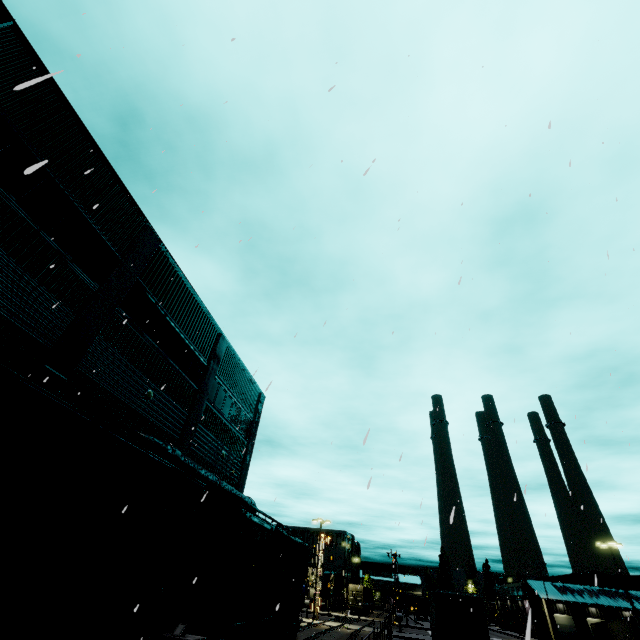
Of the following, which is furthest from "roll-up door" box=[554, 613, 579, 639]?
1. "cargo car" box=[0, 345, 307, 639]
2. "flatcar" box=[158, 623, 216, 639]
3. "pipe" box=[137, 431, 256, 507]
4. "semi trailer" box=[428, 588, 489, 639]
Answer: "flatcar" box=[158, 623, 216, 639]

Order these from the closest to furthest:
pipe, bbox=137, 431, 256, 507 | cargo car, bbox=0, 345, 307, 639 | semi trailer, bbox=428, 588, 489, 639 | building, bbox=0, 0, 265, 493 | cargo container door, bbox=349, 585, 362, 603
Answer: cargo car, bbox=0, 345, 307, 639
building, bbox=0, 0, 265, 493
pipe, bbox=137, 431, 256, 507
semi trailer, bbox=428, 588, 489, 639
cargo container door, bbox=349, 585, 362, 603

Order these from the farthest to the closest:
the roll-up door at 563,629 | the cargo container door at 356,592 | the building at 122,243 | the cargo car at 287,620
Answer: the cargo container door at 356,592, the roll-up door at 563,629, the building at 122,243, the cargo car at 287,620

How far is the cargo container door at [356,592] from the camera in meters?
56.4 m

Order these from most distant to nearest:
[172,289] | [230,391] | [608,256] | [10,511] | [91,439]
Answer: [230,391] < [172,289] < [10,511] < [91,439] < [608,256]

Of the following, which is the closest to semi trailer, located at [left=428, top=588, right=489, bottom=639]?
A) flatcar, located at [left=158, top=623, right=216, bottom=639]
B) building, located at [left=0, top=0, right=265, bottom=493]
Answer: building, located at [left=0, top=0, right=265, bottom=493]

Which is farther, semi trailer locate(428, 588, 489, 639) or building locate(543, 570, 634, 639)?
building locate(543, 570, 634, 639)

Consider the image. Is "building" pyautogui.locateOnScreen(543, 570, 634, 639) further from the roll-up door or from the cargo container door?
the cargo container door
